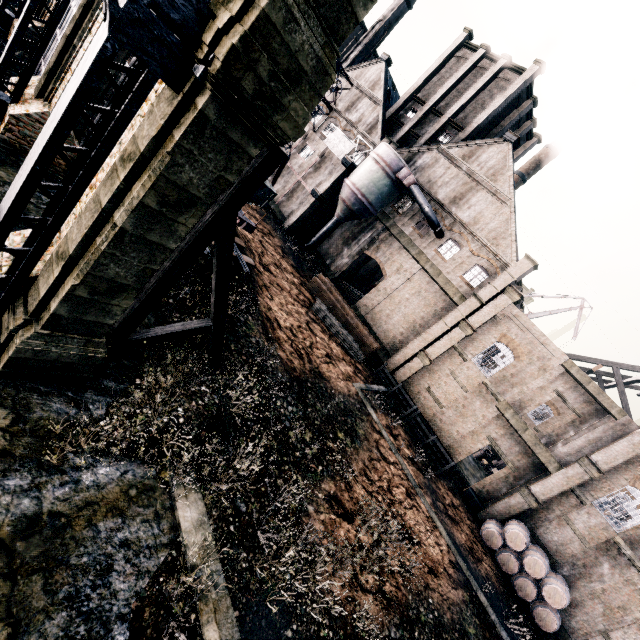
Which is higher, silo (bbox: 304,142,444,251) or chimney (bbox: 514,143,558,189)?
chimney (bbox: 514,143,558,189)

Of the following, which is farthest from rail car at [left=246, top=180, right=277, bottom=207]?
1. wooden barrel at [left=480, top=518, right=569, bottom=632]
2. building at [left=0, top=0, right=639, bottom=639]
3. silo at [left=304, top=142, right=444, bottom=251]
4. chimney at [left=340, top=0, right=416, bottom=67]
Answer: chimney at [left=340, top=0, right=416, bottom=67]

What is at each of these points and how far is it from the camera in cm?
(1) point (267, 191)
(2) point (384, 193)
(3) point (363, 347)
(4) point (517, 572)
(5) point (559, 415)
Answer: (1) rail car, 2036
(2) silo, 3195
(3) wood pile, 2927
(4) wooden barrel, 2089
(5) building, 4269

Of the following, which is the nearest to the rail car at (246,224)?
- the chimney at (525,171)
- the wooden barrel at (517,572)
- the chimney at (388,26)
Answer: the wooden barrel at (517,572)

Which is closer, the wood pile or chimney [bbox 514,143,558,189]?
the wood pile

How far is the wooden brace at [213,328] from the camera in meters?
8.4

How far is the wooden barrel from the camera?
19.7m

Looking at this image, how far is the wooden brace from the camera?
8.4m
